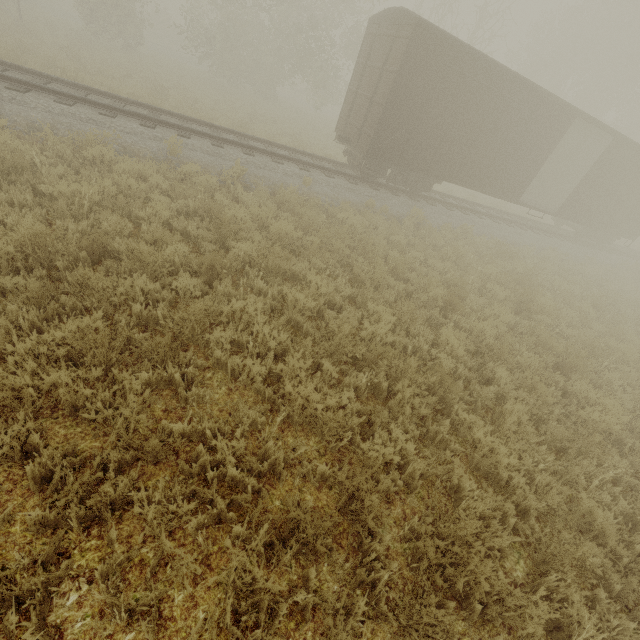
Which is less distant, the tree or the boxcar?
the boxcar

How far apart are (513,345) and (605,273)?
13.6m

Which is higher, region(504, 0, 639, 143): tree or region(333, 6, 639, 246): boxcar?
region(504, 0, 639, 143): tree

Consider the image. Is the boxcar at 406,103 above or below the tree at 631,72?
below

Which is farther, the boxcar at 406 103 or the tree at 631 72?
the tree at 631 72
